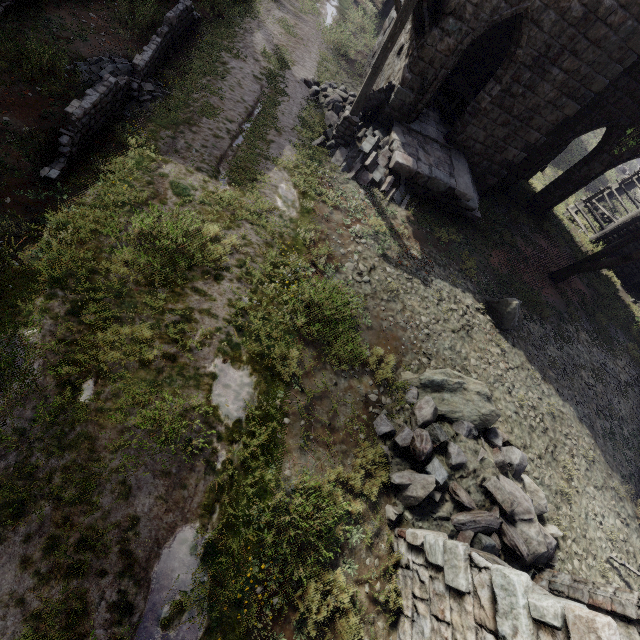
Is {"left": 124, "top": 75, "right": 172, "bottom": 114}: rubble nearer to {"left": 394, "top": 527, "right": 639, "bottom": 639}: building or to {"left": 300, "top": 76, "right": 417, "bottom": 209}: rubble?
{"left": 394, "top": 527, "right": 639, "bottom": 639}: building

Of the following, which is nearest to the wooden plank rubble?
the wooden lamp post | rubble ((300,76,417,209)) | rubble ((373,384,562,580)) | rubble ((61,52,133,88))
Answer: the wooden lamp post

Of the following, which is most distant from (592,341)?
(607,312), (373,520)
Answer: (373,520)

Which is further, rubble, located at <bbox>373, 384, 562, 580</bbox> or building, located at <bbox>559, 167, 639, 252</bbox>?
building, located at <bbox>559, 167, 639, 252</bbox>

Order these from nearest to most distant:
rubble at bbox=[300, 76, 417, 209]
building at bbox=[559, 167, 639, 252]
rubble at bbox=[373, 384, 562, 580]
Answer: rubble at bbox=[373, 384, 562, 580] < rubble at bbox=[300, 76, 417, 209] < building at bbox=[559, 167, 639, 252]

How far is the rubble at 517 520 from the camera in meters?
5.9

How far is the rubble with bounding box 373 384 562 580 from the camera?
5.9 meters

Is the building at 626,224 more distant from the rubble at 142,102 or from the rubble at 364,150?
the rubble at 142,102
